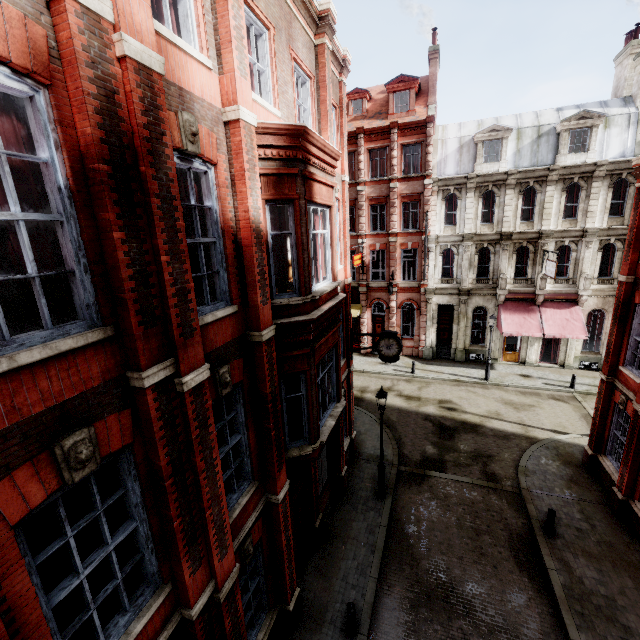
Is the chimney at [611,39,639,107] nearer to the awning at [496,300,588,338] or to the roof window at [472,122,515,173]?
the roof window at [472,122,515,173]

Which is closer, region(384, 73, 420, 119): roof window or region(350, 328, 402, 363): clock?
region(350, 328, 402, 363): clock

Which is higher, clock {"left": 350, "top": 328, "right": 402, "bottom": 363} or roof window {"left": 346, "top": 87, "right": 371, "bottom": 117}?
roof window {"left": 346, "top": 87, "right": 371, "bottom": 117}

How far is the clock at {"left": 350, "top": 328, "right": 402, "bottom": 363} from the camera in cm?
1340

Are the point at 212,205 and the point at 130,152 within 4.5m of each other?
yes

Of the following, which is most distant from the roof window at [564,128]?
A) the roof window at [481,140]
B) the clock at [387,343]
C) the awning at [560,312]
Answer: the clock at [387,343]

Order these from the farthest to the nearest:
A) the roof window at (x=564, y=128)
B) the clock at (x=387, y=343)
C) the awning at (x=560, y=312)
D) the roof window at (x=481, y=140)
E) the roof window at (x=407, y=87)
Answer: the roof window at (x=407, y=87)
the roof window at (x=481, y=140)
the awning at (x=560, y=312)
the roof window at (x=564, y=128)
the clock at (x=387, y=343)

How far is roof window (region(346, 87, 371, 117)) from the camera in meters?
25.8
